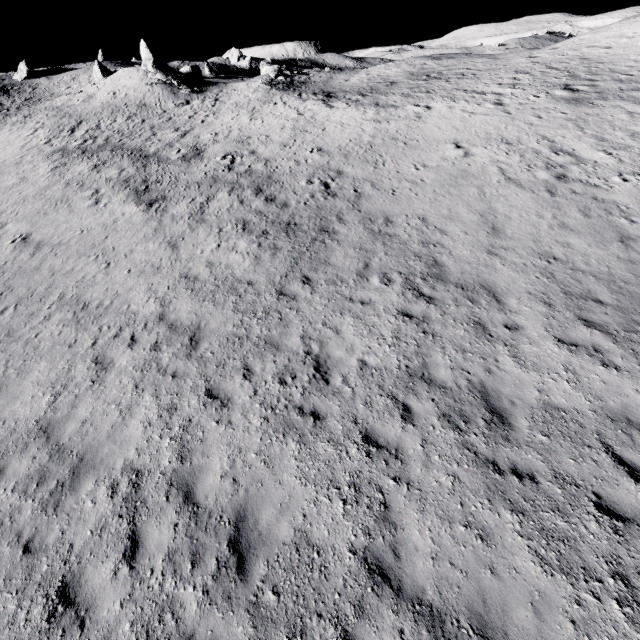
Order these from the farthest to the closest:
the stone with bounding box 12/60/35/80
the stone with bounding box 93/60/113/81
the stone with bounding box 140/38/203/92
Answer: the stone with bounding box 12/60/35/80, the stone with bounding box 93/60/113/81, the stone with bounding box 140/38/203/92

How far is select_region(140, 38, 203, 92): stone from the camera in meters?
36.6

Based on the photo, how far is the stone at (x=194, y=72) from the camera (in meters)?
36.59

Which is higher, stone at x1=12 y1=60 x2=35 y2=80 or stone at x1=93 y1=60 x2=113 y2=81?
stone at x1=12 y1=60 x2=35 y2=80

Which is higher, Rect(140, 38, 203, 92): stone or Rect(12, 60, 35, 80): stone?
Rect(12, 60, 35, 80): stone

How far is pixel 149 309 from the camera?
10.94m

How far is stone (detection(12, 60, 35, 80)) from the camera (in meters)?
51.31

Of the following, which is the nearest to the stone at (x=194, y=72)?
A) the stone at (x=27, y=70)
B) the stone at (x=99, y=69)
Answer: the stone at (x=99, y=69)
